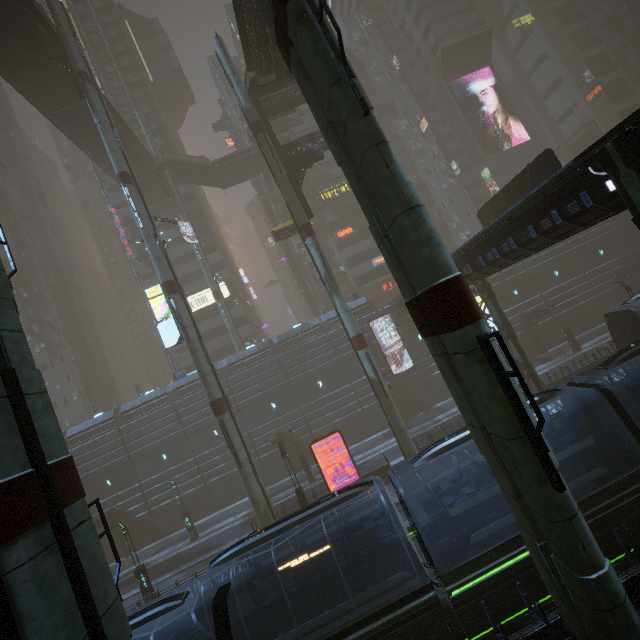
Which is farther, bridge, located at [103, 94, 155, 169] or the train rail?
bridge, located at [103, 94, 155, 169]

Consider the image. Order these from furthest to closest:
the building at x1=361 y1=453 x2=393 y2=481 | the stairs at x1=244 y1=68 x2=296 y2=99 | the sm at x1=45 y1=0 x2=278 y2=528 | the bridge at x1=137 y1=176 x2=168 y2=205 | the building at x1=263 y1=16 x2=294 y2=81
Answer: the bridge at x1=137 y1=176 x2=168 y2=205 → the building at x1=361 y1=453 x2=393 y2=481 → the stairs at x1=244 y1=68 x2=296 y2=99 → the sm at x1=45 y1=0 x2=278 y2=528 → the building at x1=263 y1=16 x2=294 y2=81

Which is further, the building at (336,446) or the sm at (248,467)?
the building at (336,446)

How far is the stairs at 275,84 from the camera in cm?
2247

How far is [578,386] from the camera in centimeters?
1268cm

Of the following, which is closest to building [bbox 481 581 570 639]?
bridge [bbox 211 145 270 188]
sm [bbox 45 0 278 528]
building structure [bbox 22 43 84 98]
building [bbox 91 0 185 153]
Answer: building [bbox 91 0 185 153]

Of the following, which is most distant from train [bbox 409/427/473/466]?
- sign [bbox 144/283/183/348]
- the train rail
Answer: sign [bbox 144/283/183/348]

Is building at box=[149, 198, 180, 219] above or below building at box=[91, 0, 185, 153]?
below
